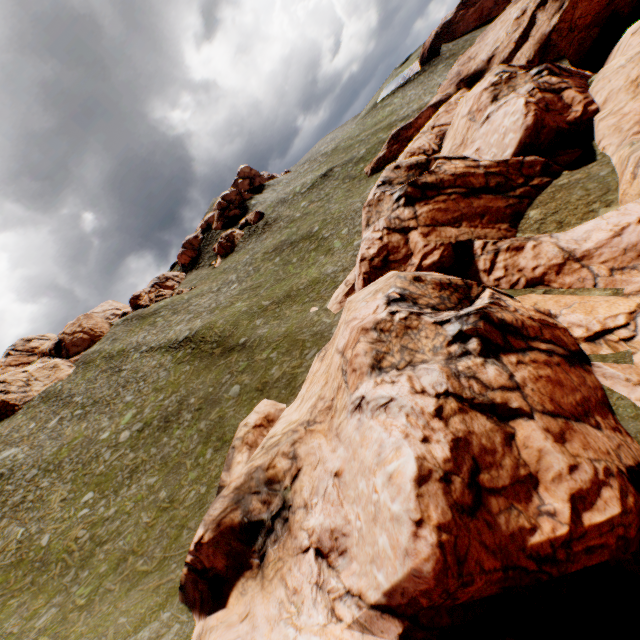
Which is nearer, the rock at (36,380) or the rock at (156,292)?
the rock at (36,380)

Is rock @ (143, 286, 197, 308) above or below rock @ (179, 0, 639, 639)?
above

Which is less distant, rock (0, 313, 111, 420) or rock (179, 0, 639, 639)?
rock (179, 0, 639, 639)

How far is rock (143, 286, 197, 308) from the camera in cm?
5803

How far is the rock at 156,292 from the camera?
58.0 meters

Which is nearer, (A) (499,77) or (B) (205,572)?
(B) (205,572)

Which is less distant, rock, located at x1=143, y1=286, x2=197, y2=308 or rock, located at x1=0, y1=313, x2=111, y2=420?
rock, located at x1=0, y1=313, x2=111, y2=420
